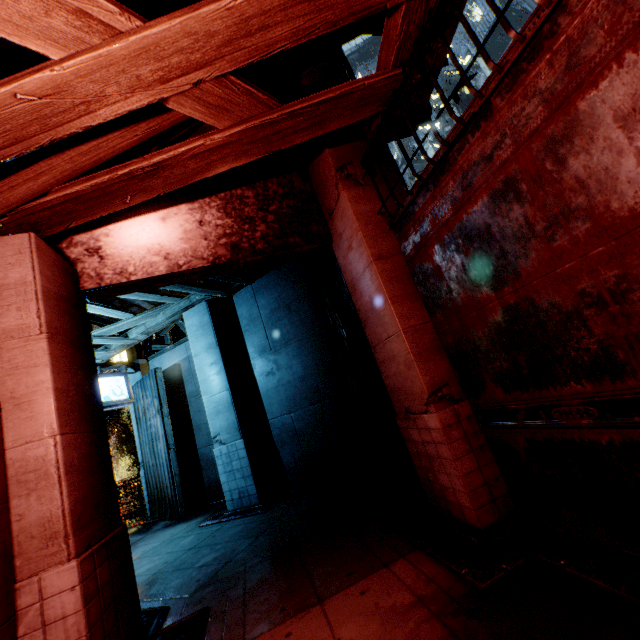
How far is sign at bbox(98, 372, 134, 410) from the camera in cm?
1045

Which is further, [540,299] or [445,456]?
[445,456]

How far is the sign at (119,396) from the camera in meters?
10.5 m

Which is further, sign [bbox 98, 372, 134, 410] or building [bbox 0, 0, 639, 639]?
sign [bbox 98, 372, 134, 410]

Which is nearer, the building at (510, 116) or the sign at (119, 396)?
the building at (510, 116)
